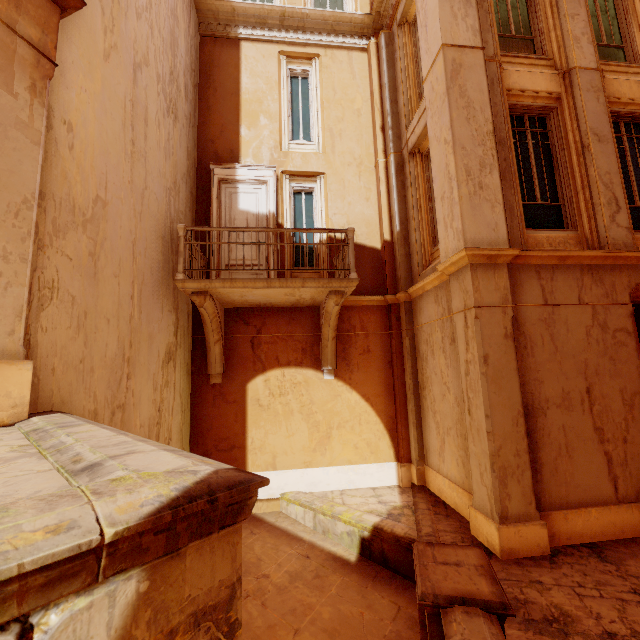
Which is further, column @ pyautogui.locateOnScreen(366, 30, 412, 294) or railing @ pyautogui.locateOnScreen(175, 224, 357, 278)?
column @ pyautogui.locateOnScreen(366, 30, 412, 294)

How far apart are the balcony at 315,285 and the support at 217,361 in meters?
0.2

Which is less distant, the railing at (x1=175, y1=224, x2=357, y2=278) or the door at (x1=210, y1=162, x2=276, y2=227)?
the railing at (x1=175, y1=224, x2=357, y2=278)

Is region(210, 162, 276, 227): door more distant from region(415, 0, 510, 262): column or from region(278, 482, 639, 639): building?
region(278, 482, 639, 639): building

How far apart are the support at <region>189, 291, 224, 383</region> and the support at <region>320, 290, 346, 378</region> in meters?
2.3 m

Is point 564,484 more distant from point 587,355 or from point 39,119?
point 39,119

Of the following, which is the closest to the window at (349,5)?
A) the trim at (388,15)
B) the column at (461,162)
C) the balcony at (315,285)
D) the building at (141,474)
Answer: the trim at (388,15)

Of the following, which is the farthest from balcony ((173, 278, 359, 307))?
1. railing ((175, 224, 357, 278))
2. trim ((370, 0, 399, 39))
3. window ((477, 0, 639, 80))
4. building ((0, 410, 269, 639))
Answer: trim ((370, 0, 399, 39))
